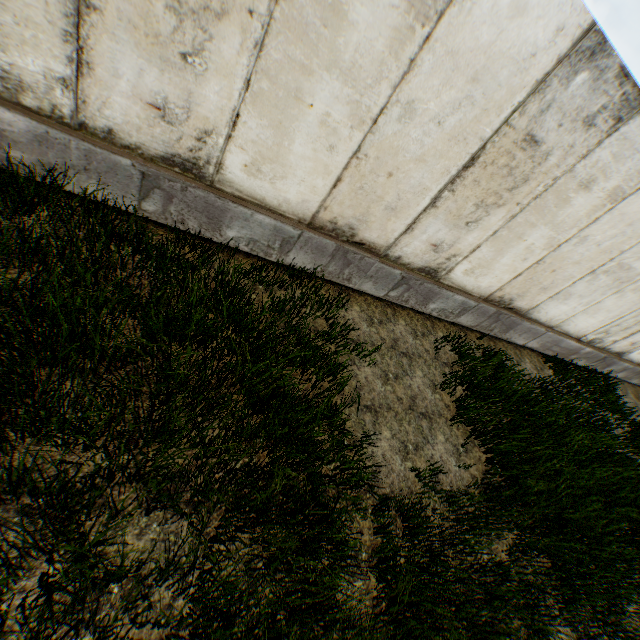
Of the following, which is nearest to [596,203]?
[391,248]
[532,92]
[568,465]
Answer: [532,92]
